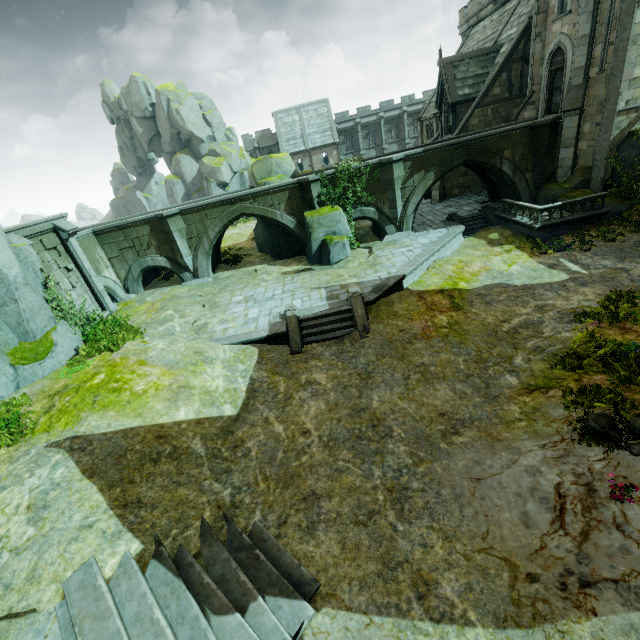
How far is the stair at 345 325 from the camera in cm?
1387

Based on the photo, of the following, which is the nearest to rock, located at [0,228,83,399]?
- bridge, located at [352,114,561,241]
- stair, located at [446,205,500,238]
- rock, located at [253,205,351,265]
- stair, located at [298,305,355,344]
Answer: bridge, located at [352,114,561,241]

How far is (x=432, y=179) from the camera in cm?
2025

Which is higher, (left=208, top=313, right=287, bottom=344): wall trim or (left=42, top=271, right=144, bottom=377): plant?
(left=42, top=271, right=144, bottom=377): plant

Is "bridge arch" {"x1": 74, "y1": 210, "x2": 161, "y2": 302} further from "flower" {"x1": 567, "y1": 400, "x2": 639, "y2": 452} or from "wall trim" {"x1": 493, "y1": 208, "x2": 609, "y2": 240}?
"flower" {"x1": 567, "y1": 400, "x2": 639, "y2": 452}

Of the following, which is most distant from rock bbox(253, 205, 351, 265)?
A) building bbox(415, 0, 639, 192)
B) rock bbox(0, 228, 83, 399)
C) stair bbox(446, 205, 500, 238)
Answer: rock bbox(0, 228, 83, 399)

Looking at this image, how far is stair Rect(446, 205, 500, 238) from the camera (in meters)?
21.55

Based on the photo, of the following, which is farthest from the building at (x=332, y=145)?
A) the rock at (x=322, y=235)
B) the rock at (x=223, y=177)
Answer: the rock at (x=322, y=235)
